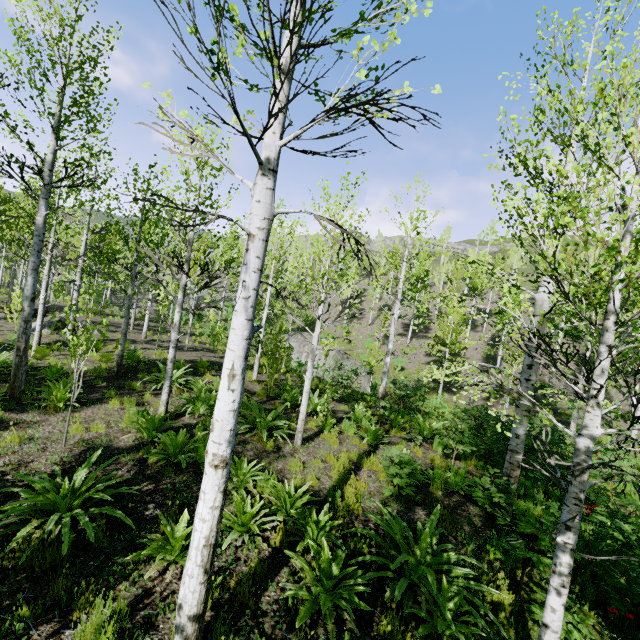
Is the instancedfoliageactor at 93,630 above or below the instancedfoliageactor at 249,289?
below

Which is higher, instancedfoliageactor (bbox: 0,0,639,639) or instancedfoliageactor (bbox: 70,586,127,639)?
instancedfoliageactor (bbox: 0,0,639,639)

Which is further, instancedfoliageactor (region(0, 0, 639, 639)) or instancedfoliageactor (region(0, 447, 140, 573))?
instancedfoliageactor (region(0, 447, 140, 573))

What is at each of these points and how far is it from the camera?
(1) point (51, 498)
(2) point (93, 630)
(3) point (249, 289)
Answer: (1) instancedfoliageactor, 4.38m
(2) instancedfoliageactor, 2.96m
(3) instancedfoliageactor, 2.74m

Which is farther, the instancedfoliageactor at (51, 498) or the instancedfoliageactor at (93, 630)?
the instancedfoliageactor at (51, 498)
